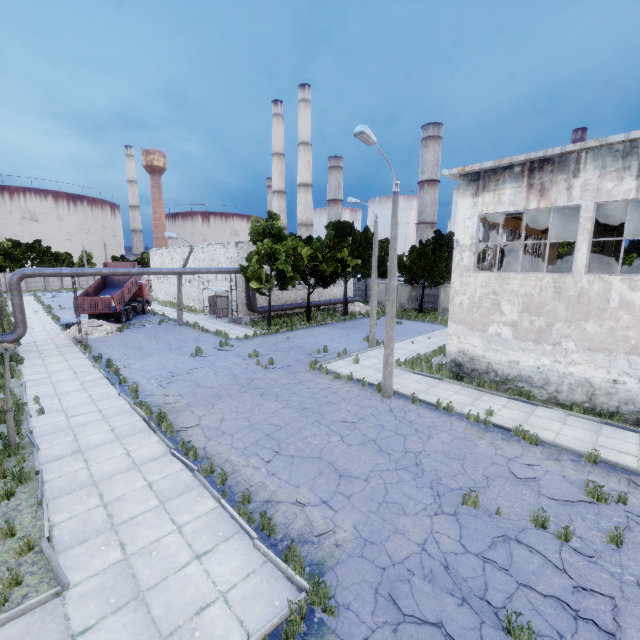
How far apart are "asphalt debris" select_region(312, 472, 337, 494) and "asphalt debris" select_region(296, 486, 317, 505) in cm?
19

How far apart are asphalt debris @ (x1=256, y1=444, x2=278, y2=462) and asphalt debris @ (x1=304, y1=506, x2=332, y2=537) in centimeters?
157cm

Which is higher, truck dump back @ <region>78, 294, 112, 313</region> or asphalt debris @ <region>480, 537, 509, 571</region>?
truck dump back @ <region>78, 294, 112, 313</region>

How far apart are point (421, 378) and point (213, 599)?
13.1 meters

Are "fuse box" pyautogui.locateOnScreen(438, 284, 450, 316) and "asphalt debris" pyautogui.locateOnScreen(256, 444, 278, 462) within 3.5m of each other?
no

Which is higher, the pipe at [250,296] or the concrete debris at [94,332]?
the pipe at [250,296]

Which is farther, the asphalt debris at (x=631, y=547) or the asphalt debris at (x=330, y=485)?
the asphalt debris at (x=330, y=485)

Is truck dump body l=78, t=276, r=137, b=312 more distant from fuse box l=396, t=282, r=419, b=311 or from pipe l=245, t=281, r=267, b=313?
fuse box l=396, t=282, r=419, b=311
